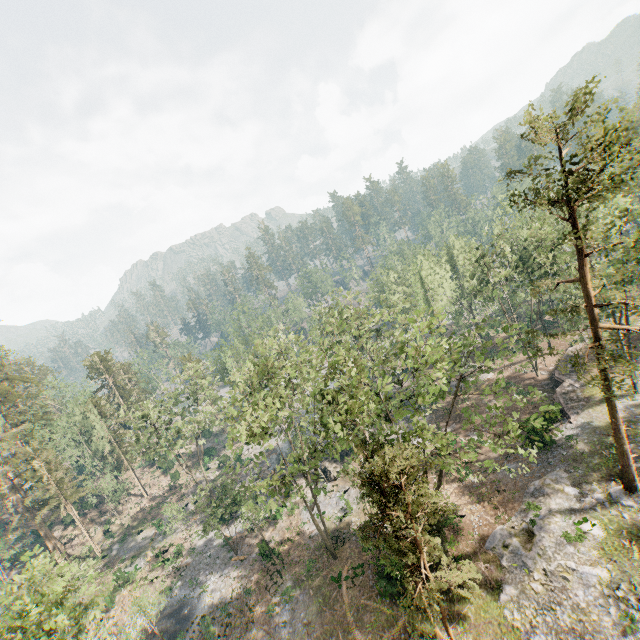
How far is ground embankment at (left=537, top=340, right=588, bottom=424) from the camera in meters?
31.0

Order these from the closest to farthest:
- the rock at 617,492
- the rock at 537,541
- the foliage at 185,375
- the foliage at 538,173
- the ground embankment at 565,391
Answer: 1. the foliage at 538,173
2. the rock at 537,541
3. the rock at 617,492
4. the ground embankment at 565,391
5. the foliage at 185,375

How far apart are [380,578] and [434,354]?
19.3 meters

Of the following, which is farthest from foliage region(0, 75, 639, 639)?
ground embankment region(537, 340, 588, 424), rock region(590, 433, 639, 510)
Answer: ground embankment region(537, 340, 588, 424)

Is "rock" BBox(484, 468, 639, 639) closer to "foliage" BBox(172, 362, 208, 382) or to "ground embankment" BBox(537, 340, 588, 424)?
"foliage" BBox(172, 362, 208, 382)

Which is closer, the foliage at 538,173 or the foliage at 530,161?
the foliage at 538,173
